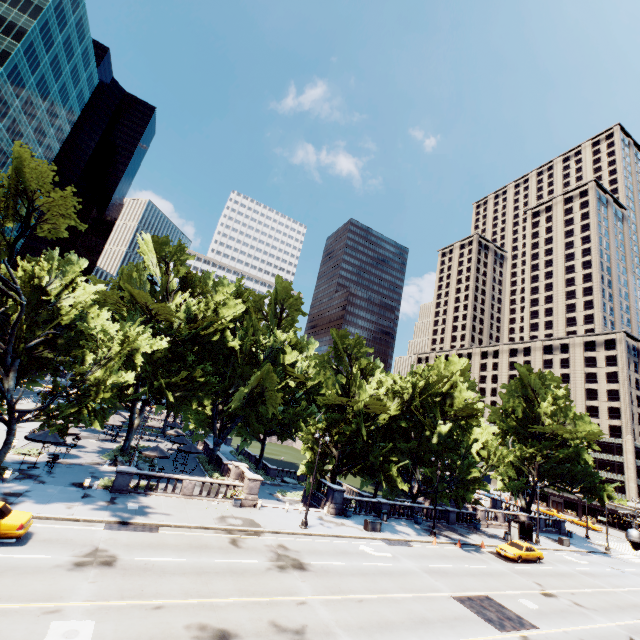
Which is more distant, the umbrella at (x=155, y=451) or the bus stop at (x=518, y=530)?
the bus stop at (x=518, y=530)

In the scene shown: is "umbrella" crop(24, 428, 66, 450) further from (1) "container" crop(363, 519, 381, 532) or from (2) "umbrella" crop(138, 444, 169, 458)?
(1) "container" crop(363, 519, 381, 532)

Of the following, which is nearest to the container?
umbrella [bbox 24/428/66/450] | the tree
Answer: the tree

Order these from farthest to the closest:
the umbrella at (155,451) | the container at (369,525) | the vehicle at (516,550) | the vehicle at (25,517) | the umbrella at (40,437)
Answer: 1. the vehicle at (516,550)
2. the umbrella at (155,451)
3. the container at (369,525)
4. the umbrella at (40,437)
5. the vehicle at (25,517)

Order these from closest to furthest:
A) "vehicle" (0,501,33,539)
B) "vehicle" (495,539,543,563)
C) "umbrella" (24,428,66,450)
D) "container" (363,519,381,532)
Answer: "vehicle" (0,501,33,539) → "umbrella" (24,428,66,450) → "container" (363,519,381,532) → "vehicle" (495,539,543,563)

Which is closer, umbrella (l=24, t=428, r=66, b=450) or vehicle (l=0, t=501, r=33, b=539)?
vehicle (l=0, t=501, r=33, b=539)

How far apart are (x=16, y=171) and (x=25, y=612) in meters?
23.0

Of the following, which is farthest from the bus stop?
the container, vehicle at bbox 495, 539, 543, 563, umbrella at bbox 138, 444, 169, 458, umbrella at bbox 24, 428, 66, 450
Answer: umbrella at bbox 24, 428, 66, 450
